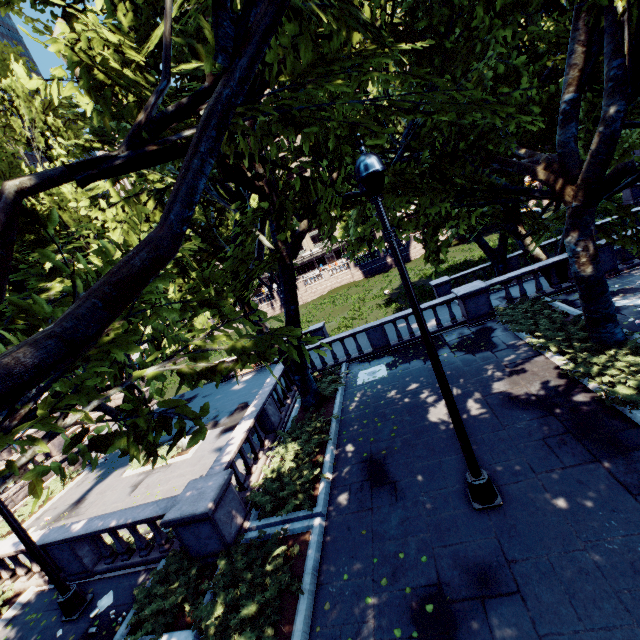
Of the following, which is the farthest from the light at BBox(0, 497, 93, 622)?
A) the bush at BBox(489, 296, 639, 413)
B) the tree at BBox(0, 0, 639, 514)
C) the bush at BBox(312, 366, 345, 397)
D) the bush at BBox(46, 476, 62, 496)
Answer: the bush at BBox(489, 296, 639, 413)

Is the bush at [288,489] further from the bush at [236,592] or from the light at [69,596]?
the light at [69,596]

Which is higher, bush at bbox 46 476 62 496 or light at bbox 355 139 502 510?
light at bbox 355 139 502 510

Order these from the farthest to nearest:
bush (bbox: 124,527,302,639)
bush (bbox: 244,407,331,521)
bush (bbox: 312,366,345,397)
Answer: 1. bush (bbox: 312,366,345,397)
2. bush (bbox: 244,407,331,521)
3. bush (bbox: 124,527,302,639)

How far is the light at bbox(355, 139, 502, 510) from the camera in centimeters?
453cm

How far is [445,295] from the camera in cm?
2480

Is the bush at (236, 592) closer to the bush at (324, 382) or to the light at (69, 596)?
the light at (69, 596)

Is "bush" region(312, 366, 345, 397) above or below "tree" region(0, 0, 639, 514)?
below
